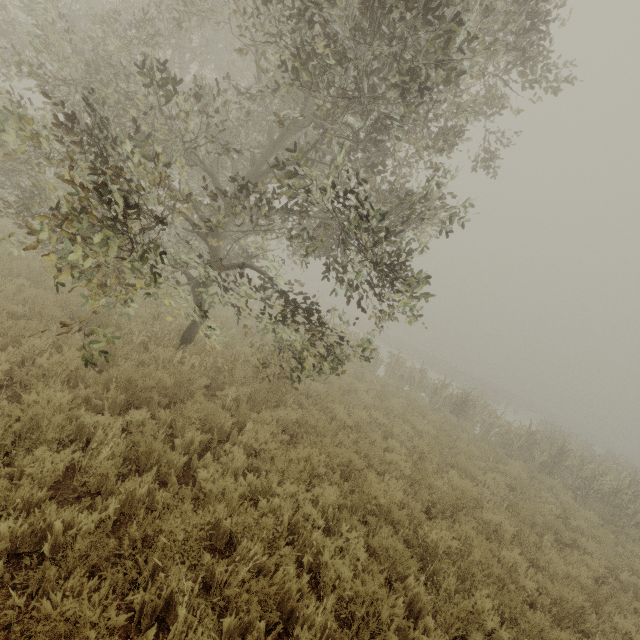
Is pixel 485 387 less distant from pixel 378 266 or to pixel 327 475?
pixel 327 475
